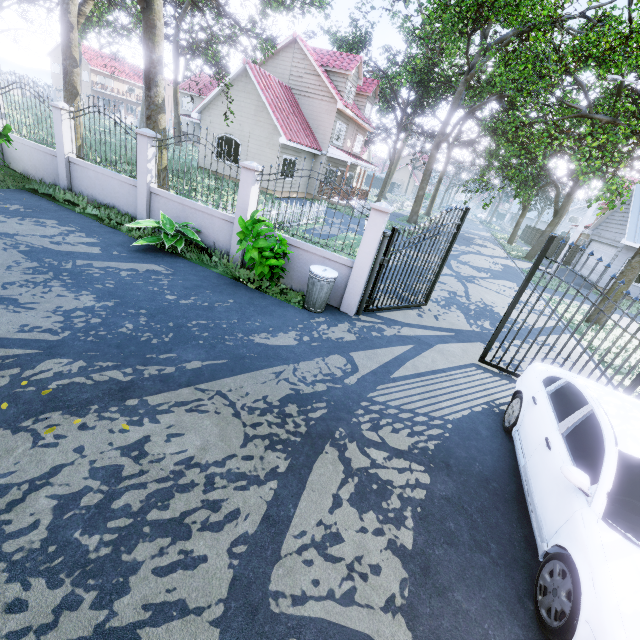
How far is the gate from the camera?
7.3m

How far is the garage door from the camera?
20.1m

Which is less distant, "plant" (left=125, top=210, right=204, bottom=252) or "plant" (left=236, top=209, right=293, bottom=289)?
"plant" (left=236, top=209, right=293, bottom=289)

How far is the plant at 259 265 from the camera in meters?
6.6

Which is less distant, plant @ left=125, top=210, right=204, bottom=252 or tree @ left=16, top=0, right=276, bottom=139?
plant @ left=125, top=210, right=204, bottom=252

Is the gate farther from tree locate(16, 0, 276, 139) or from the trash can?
tree locate(16, 0, 276, 139)

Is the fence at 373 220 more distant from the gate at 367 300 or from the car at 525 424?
the car at 525 424

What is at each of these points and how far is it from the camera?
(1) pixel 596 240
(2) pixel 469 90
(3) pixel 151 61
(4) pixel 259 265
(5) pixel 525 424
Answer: (1) garage door, 23.33m
(2) tree, 41.22m
(3) tree, 8.72m
(4) plant, 7.09m
(5) car, 4.56m
